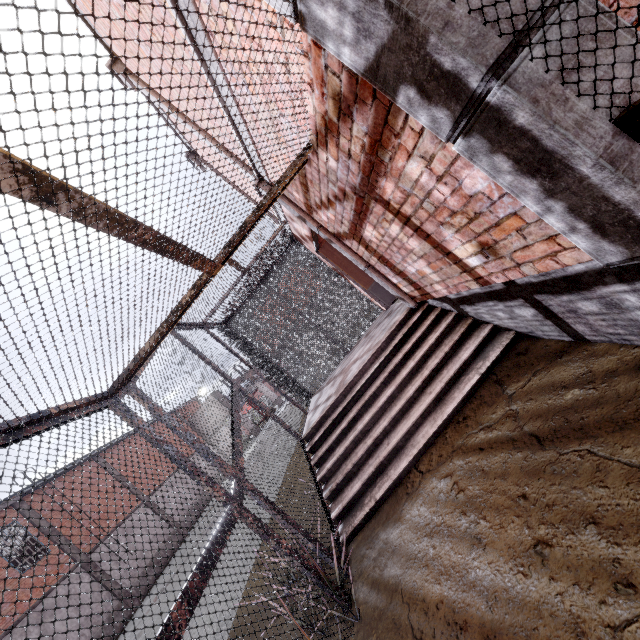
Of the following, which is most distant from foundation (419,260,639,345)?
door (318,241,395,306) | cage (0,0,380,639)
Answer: door (318,241,395,306)

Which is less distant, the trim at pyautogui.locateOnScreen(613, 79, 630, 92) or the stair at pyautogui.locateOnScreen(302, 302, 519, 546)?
the trim at pyautogui.locateOnScreen(613, 79, 630, 92)

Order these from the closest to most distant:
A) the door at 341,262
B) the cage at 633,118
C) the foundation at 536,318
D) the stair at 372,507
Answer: Answer: the cage at 633,118 → the foundation at 536,318 → the stair at 372,507 → the door at 341,262

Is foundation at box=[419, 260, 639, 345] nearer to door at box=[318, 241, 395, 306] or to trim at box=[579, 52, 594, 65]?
trim at box=[579, 52, 594, 65]

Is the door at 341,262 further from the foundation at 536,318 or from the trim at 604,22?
the foundation at 536,318

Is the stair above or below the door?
below

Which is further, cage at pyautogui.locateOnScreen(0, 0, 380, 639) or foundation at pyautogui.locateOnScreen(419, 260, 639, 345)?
foundation at pyautogui.locateOnScreen(419, 260, 639, 345)

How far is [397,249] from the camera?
3.6 meters
